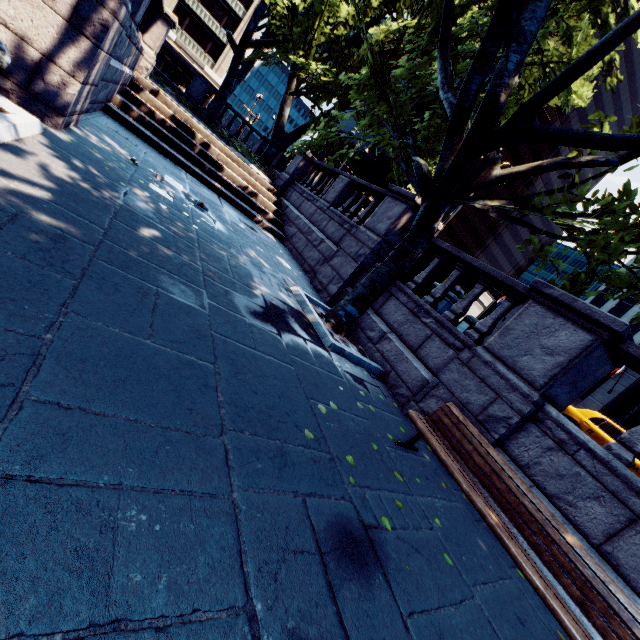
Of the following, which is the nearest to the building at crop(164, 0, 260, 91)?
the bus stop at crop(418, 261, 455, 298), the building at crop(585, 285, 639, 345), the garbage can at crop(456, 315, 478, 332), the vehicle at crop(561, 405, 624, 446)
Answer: the building at crop(585, 285, 639, 345)

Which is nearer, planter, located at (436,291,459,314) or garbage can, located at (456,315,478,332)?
planter, located at (436,291,459,314)

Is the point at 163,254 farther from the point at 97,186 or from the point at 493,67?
the point at 493,67

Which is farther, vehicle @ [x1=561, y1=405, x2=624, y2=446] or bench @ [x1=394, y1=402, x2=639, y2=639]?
vehicle @ [x1=561, y1=405, x2=624, y2=446]

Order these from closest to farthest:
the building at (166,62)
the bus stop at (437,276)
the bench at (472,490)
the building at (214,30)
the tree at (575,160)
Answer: the bench at (472,490), the tree at (575,160), the bus stop at (437,276), the building at (214,30), the building at (166,62)

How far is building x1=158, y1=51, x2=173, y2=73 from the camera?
43.4 meters

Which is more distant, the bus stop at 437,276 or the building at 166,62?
the building at 166,62

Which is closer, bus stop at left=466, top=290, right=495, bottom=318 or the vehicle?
the vehicle
